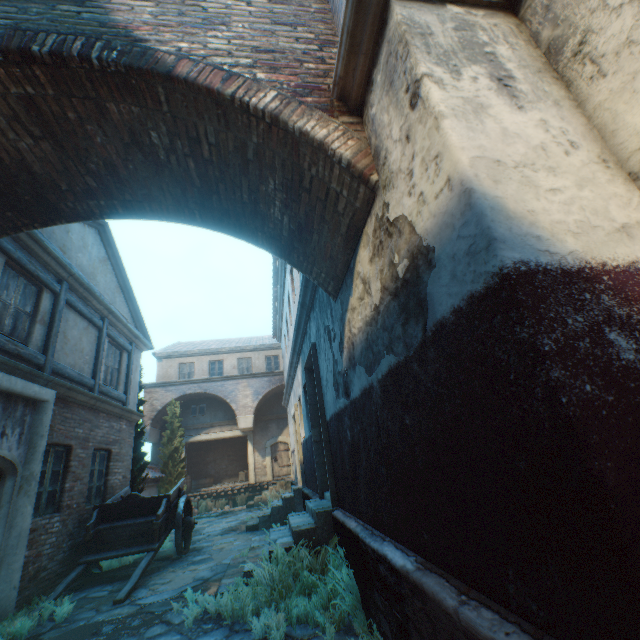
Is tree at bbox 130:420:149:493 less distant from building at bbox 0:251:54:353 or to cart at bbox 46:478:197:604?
building at bbox 0:251:54:353

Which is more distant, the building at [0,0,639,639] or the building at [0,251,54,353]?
the building at [0,251,54,353]

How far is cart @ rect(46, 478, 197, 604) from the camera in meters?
6.4

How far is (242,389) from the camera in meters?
20.6

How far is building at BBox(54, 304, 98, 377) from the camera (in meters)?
7.22

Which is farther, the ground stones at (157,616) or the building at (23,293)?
the building at (23,293)

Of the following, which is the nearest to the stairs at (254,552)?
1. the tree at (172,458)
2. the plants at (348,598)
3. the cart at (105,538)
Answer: the plants at (348,598)

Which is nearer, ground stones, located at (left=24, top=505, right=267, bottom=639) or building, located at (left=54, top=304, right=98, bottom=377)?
ground stones, located at (left=24, top=505, right=267, bottom=639)
